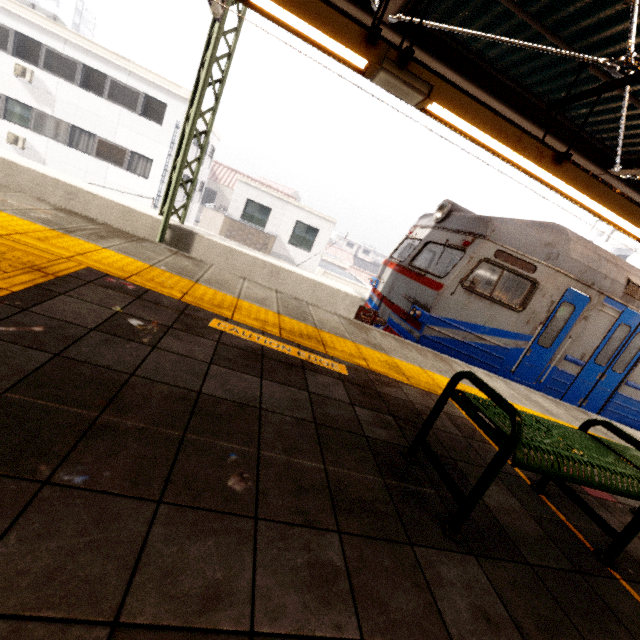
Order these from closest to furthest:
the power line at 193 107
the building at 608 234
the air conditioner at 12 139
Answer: the power line at 193 107
the air conditioner at 12 139
the building at 608 234

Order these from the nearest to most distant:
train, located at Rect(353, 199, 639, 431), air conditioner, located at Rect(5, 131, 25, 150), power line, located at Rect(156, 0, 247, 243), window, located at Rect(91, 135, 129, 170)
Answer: train, located at Rect(353, 199, 639, 431) < power line, located at Rect(156, 0, 247, 243) < air conditioner, located at Rect(5, 131, 25, 150) < window, located at Rect(91, 135, 129, 170)

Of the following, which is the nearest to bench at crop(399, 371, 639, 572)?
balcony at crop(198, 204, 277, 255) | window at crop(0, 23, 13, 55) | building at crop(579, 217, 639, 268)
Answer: balcony at crop(198, 204, 277, 255)

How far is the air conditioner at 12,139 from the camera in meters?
16.7 m

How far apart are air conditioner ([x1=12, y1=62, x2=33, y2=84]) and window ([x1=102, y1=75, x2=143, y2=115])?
3.0 meters

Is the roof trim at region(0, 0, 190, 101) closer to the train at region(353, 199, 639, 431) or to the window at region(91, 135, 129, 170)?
the window at region(91, 135, 129, 170)

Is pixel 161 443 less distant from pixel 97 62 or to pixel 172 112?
pixel 172 112

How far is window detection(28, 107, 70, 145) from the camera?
16.8m
